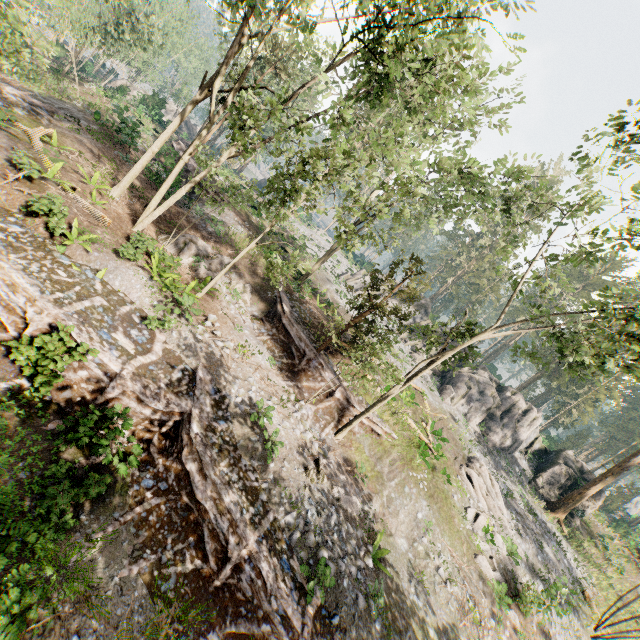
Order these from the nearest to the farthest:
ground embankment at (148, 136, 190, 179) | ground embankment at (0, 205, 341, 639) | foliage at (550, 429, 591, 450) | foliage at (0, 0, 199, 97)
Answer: ground embankment at (0, 205, 341, 639), foliage at (0, 0, 199, 97), ground embankment at (148, 136, 190, 179), foliage at (550, 429, 591, 450)

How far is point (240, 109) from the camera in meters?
13.1 m

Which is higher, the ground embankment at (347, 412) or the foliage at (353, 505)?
the ground embankment at (347, 412)

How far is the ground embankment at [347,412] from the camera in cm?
1733

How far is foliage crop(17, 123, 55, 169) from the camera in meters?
14.1

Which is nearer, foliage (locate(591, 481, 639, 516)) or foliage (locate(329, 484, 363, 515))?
foliage (locate(329, 484, 363, 515))

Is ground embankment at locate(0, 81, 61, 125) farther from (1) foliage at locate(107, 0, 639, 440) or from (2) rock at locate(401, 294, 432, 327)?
(2) rock at locate(401, 294, 432, 327)
